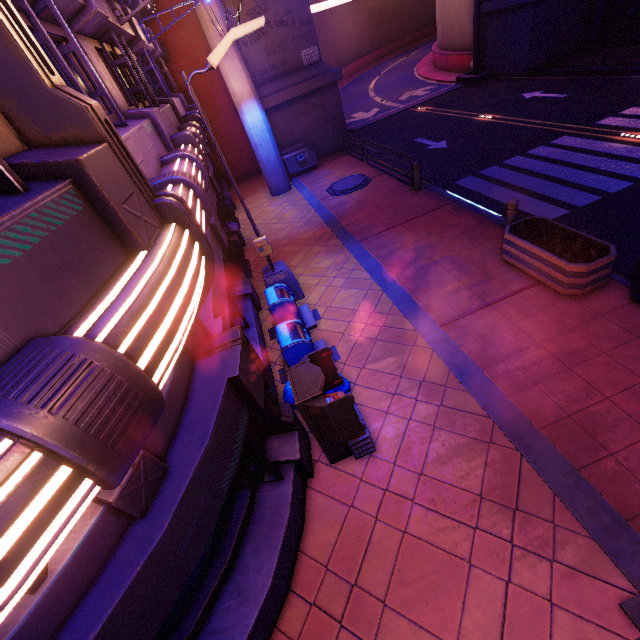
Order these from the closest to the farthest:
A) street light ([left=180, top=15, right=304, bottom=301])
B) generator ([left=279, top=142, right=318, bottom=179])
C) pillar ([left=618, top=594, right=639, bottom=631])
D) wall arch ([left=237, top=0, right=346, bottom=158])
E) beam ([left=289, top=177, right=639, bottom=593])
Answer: pillar ([left=618, top=594, right=639, bottom=631]) → beam ([left=289, top=177, right=639, bottom=593]) → street light ([left=180, top=15, right=304, bottom=301]) → wall arch ([left=237, top=0, right=346, bottom=158]) → generator ([left=279, top=142, right=318, bottom=179])

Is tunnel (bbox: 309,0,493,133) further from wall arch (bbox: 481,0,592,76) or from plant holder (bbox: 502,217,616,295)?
plant holder (bbox: 502,217,616,295)

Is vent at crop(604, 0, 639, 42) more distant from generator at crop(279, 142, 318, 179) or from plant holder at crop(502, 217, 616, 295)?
generator at crop(279, 142, 318, 179)

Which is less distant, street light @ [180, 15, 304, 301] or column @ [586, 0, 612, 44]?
street light @ [180, 15, 304, 301]

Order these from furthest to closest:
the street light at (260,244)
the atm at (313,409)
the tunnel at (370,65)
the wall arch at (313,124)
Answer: the tunnel at (370,65) → the wall arch at (313,124) → the street light at (260,244) → the atm at (313,409)

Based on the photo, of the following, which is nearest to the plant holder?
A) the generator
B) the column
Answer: the generator

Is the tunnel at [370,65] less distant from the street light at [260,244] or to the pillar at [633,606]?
the street light at [260,244]

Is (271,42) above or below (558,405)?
above
